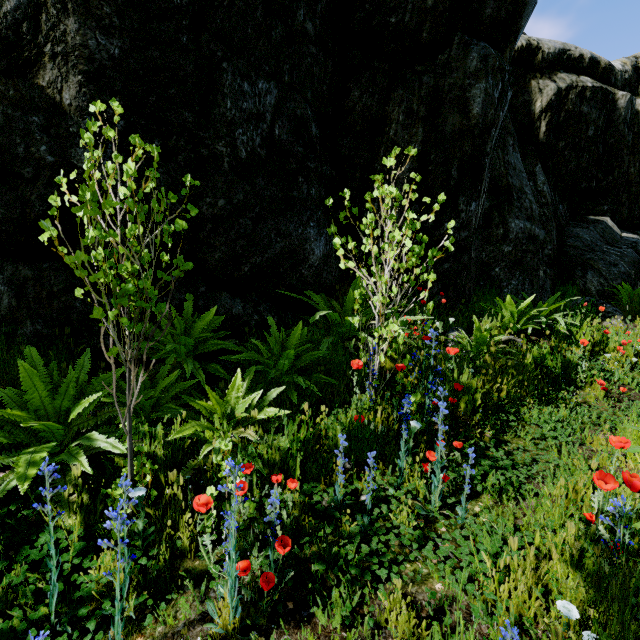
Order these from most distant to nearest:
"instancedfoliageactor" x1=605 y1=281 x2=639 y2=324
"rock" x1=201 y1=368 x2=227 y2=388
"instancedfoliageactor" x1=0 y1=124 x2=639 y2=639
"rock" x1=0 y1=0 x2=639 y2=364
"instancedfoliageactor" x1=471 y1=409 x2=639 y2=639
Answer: "instancedfoliageactor" x1=605 y1=281 x2=639 y2=324 → "rock" x1=201 y1=368 x2=227 y2=388 → "rock" x1=0 y1=0 x2=639 y2=364 → "instancedfoliageactor" x1=0 y1=124 x2=639 y2=639 → "instancedfoliageactor" x1=471 y1=409 x2=639 y2=639

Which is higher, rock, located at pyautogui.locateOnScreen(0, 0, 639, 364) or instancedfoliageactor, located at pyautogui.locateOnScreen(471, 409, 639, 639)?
rock, located at pyautogui.locateOnScreen(0, 0, 639, 364)

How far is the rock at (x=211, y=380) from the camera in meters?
3.3 m

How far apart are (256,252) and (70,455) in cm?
253

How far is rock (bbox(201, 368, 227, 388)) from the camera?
3.3 meters

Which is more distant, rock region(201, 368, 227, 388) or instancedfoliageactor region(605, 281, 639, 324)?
instancedfoliageactor region(605, 281, 639, 324)

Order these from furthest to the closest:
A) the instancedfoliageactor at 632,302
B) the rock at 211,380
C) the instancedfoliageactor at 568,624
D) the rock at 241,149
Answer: the instancedfoliageactor at 632,302 → the rock at 211,380 → the rock at 241,149 → the instancedfoliageactor at 568,624
